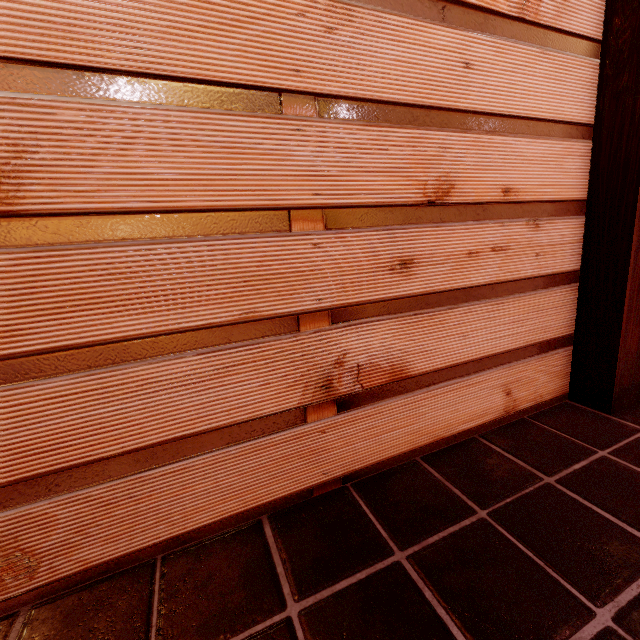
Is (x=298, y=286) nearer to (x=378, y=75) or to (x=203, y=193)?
(x=203, y=193)

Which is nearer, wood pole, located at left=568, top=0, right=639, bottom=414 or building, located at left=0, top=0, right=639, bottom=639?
building, located at left=0, top=0, right=639, bottom=639

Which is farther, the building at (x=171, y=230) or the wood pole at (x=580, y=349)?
the wood pole at (x=580, y=349)
